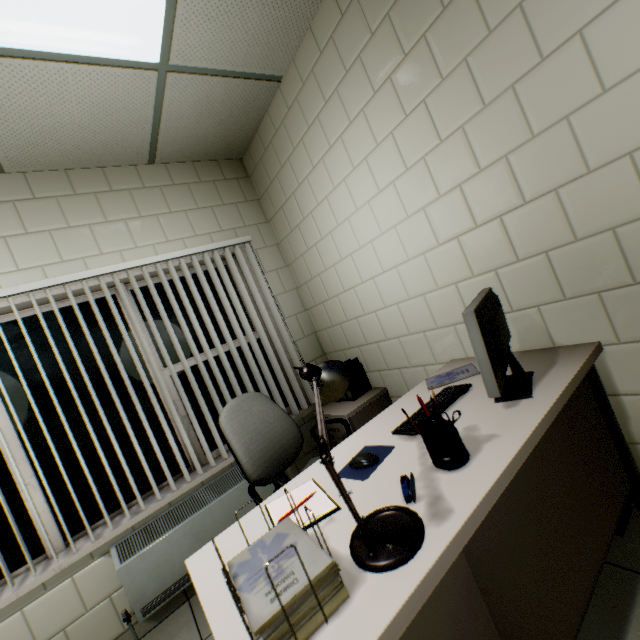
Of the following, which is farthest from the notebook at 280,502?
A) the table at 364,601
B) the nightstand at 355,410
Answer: the nightstand at 355,410

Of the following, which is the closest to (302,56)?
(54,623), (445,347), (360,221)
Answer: (360,221)

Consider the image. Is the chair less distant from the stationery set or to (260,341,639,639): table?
(260,341,639,639): table

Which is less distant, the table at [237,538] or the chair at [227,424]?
the table at [237,538]

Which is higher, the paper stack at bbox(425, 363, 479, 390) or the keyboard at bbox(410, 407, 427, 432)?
the keyboard at bbox(410, 407, 427, 432)

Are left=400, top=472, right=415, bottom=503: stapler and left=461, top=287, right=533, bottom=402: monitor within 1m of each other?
yes

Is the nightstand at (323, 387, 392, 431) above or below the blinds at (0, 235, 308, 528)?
below

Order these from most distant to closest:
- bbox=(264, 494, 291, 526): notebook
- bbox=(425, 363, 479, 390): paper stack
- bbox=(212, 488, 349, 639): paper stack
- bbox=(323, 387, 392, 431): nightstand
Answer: bbox=(323, 387, 392, 431): nightstand, bbox=(425, 363, 479, 390): paper stack, bbox=(264, 494, 291, 526): notebook, bbox=(212, 488, 349, 639): paper stack
